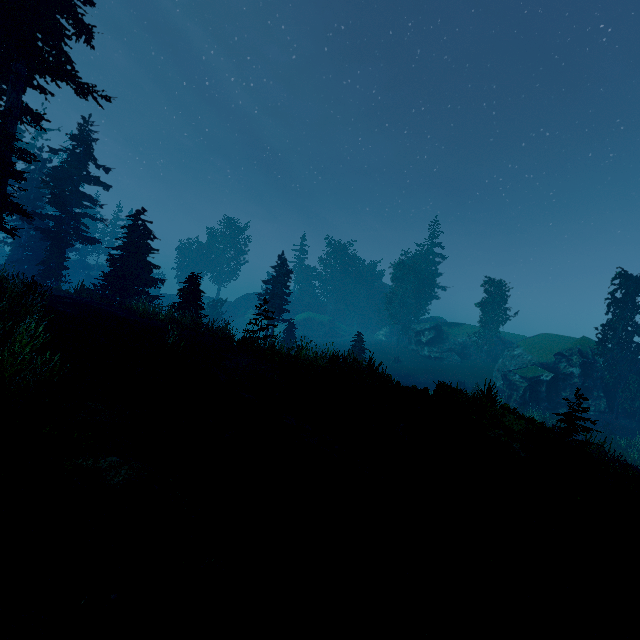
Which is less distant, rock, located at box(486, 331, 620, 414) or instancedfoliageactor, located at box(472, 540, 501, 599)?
instancedfoliageactor, located at box(472, 540, 501, 599)

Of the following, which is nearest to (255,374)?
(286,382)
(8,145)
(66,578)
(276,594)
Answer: (286,382)

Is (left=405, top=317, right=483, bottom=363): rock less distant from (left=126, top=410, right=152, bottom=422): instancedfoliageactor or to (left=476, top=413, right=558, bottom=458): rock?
(left=126, top=410, right=152, bottom=422): instancedfoliageactor

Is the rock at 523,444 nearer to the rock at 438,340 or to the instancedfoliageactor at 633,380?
the instancedfoliageactor at 633,380

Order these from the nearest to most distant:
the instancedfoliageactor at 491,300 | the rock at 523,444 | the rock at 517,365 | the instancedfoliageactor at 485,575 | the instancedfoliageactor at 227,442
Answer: the instancedfoliageactor at 485,575
the instancedfoliageactor at 227,442
the rock at 523,444
the rock at 517,365
the instancedfoliageactor at 491,300

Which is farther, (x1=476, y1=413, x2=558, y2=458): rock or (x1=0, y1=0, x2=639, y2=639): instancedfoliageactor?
(x1=476, y1=413, x2=558, y2=458): rock
